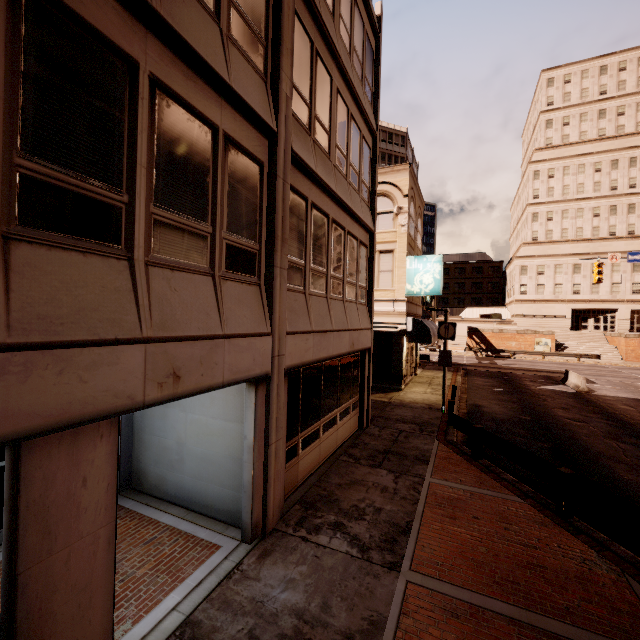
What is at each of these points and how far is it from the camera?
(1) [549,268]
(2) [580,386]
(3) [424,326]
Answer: (1) building, 50.9m
(2) barrier, 20.9m
(3) awning, 18.5m

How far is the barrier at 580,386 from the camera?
20.8m

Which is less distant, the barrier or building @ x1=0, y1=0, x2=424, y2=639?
building @ x1=0, y1=0, x2=424, y2=639

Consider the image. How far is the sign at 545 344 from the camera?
42.08m

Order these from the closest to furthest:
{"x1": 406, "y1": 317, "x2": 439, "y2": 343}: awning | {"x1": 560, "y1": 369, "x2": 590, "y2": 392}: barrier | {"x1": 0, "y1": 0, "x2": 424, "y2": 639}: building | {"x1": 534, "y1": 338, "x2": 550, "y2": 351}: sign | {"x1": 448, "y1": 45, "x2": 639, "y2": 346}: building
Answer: {"x1": 0, "y1": 0, "x2": 424, "y2": 639}: building < {"x1": 406, "y1": 317, "x2": 439, "y2": 343}: awning < {"x1": 560, "y1": 369, "x2": 590, "y2": 392}: barrier < {"x1": 534, "y1": 338, "x2": 550, "y2": 351}: sign < {"x1": 448, "y1": 45, "x2": 639, "y2": 346}: building

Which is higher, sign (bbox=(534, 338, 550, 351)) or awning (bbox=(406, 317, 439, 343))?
awning (bbox=(406, 317, 439, 343))

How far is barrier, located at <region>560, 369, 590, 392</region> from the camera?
20.8 meters

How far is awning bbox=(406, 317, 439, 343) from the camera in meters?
18.5 m
